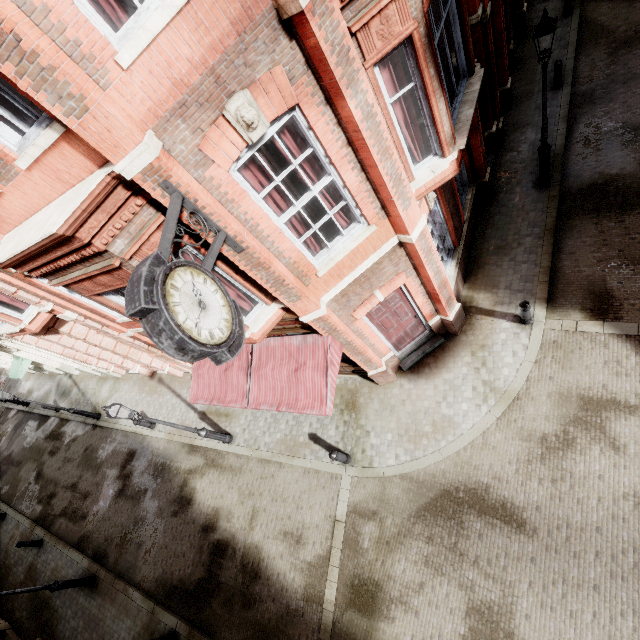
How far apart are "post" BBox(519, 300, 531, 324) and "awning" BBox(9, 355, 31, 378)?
25.32m

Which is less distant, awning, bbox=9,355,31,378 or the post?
the post

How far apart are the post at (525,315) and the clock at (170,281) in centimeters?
706cm

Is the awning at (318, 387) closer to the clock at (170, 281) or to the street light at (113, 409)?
the street light at (113, 409)

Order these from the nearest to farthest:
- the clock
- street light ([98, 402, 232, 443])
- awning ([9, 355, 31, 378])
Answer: the clock < street light ([98, 402, 232, 443]) < awning ([9, 355, 31, 378])

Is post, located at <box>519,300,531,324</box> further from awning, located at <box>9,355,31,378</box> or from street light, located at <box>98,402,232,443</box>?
awning, located at <box>9,355,31,378</box>

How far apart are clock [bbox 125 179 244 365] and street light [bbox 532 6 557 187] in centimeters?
817cm

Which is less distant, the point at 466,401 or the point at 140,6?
the point at 140,6
